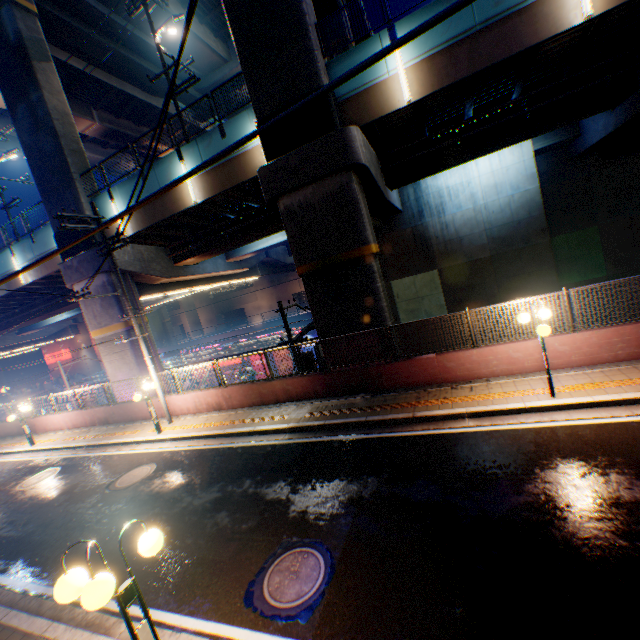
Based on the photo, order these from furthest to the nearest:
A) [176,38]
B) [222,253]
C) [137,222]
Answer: [176,38] < [222,253] < [137,222]

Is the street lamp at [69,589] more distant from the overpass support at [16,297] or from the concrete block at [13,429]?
the overpass support at [16,297]

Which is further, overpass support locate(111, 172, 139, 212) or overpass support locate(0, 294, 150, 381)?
overpass support locate(0, 294, 150, 381)

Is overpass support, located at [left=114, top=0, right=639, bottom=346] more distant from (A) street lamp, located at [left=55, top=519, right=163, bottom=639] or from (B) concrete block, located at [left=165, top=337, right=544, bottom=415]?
(A) street lamp, located at [left=55, top=519, right=163, bottom=639]

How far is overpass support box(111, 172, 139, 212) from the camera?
16.03m

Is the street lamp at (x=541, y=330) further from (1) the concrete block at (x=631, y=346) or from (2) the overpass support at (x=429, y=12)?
(2) the overpass support at (x=429, y=12)

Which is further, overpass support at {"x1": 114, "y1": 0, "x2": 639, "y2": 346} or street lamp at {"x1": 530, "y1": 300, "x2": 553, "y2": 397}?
overpass support at {"x1": 114, "y1": 0, "x2": 639, "y2": 346}

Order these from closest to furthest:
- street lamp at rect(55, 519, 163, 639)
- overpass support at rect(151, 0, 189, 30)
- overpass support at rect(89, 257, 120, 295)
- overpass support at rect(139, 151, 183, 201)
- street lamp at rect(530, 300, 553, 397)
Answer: → street lamp at rect(55, 519, 163, 639) → street lamp at rect(530, 300, 553, 397) → overpass support at rect(139, 151, 183, 201) → overpass support at rect(89, 257, 120, 295) → overpass support at rect(151, 0, 189, 30)
